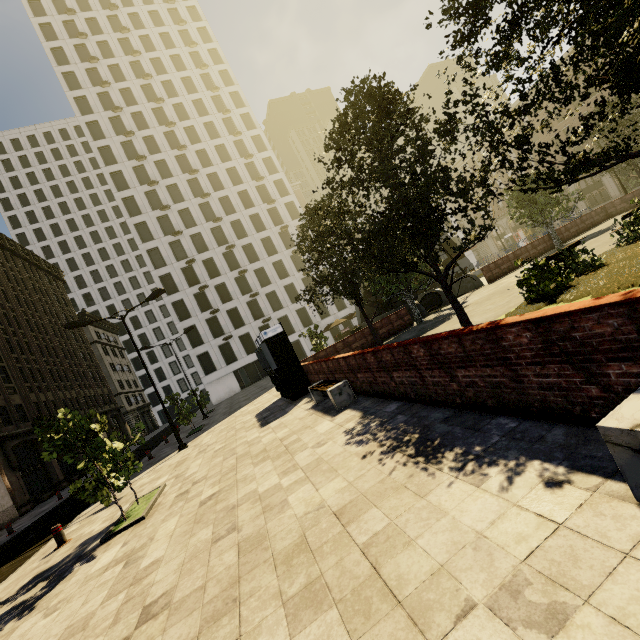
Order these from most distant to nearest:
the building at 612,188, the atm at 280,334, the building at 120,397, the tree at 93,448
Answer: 1. the building at 612,188
2. the building at 120,397
3. the atm at 280,334
4. the tree at 93,448

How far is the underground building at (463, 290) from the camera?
23.0 meters

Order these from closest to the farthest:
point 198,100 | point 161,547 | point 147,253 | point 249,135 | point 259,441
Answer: point 161,547 < point 259,441 < point 147,253 < point 198,100 < point 249,135

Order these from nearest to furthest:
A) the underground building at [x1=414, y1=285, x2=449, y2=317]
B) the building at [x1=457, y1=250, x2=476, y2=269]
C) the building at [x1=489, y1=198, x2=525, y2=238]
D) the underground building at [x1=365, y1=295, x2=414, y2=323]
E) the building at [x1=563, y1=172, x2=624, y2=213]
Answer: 1. the underground building at [x1=414, y1=285, x2=449, y2=317]
2. the underground building at [x1=365, y1=295, x2=414, y2=323]
3. the building at [x1=563, y1=172, x2=624, y2=213]
4. the building at [x1=489, y1=198, x2=525, y2=238]
5. the building at [x1=457, y1=250, x2=476, y2=269]

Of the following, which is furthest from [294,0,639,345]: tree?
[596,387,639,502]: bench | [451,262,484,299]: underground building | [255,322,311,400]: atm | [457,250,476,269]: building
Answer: [457,250,476,269]: building

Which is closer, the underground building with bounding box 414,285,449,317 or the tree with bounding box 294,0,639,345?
the tree with bounding box 294,0,639,345

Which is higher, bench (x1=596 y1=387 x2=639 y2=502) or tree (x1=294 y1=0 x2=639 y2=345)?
tree (x1=294 y1=0 x2=639 y2=345)

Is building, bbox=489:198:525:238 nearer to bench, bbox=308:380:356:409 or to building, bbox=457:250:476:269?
building, bbox=457:250:476:269
